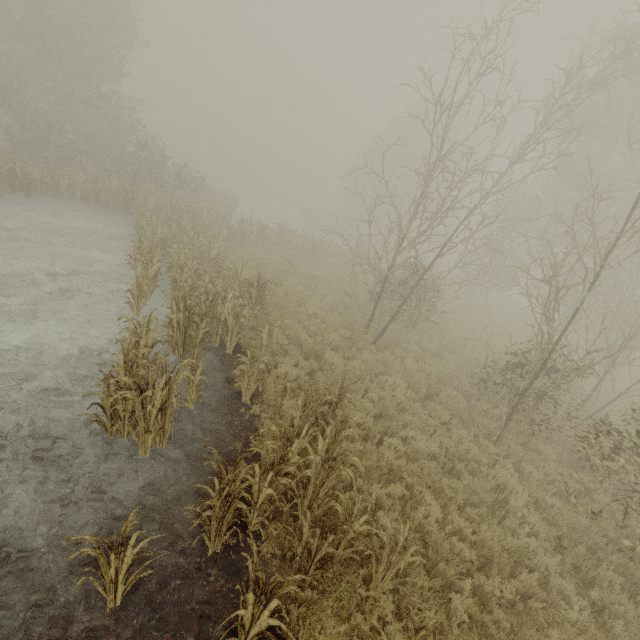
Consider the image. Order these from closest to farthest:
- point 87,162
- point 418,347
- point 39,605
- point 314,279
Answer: point 39,605 → point 418,347 → point 314,279 → point 87,162

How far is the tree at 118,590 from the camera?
3.2 meters

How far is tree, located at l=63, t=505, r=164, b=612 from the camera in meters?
3.2 m
